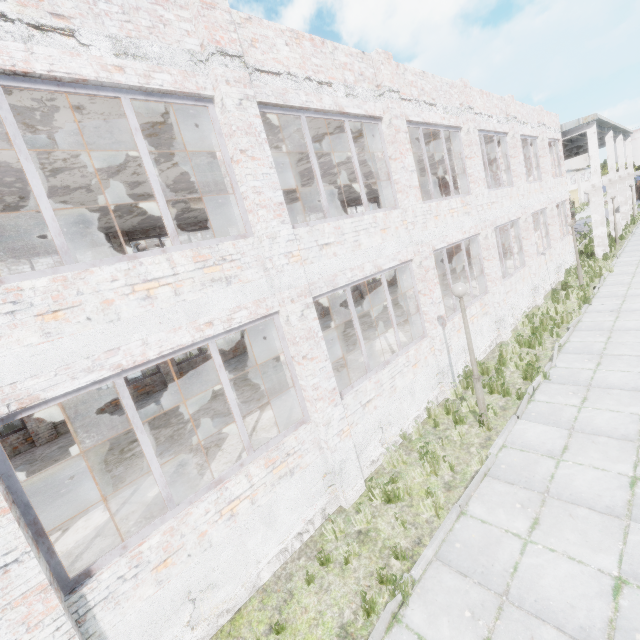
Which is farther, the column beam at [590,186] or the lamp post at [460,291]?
the column beam at [590,186]

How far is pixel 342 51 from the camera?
6.9 meters

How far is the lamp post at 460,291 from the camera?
6.7 meters

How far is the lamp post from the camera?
6.7m

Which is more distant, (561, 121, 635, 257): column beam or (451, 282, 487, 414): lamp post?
(561, 121, 635, 257): column beam
